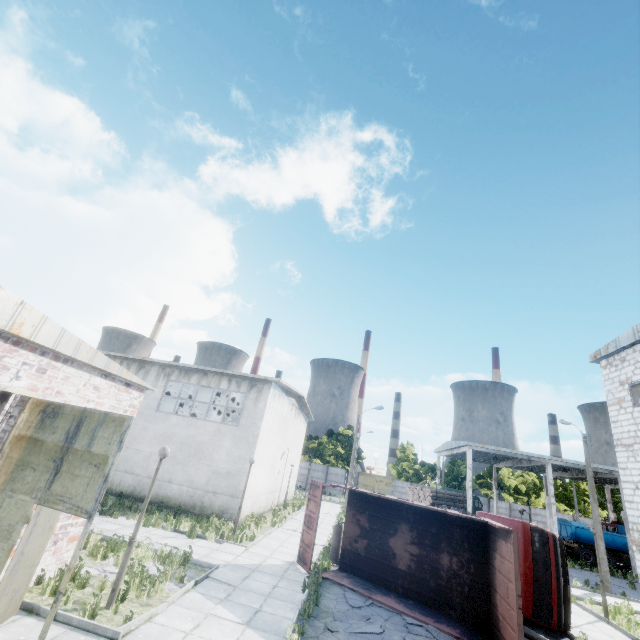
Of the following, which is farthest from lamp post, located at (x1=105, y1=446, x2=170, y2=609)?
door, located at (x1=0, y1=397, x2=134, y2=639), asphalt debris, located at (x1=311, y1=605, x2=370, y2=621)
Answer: asphalt debris, located at (x1=311, y1=605, x2=370, y2=621)

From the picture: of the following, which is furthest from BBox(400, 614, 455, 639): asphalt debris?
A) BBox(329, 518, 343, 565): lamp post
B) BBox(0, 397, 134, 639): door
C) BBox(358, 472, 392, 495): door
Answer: BBox(358, 472, 392, 495): door

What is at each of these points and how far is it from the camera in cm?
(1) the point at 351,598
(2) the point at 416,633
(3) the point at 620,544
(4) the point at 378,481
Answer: (1) asphalt debris, 1043
(2) asphalt debris, 892
(3) truck, 2902
(4) door, 5406

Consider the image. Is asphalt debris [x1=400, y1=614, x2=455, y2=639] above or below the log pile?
below

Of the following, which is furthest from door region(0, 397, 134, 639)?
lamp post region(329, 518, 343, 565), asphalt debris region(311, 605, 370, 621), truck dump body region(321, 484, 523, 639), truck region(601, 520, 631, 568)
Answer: truck region(601, 520, 631, 568)

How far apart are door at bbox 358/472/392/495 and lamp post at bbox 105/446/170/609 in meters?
52.5

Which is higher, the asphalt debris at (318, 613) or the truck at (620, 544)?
the truck at (620, 544)

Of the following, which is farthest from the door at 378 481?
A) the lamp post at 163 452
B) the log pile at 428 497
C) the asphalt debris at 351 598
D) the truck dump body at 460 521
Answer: the lamp post at 163 452
